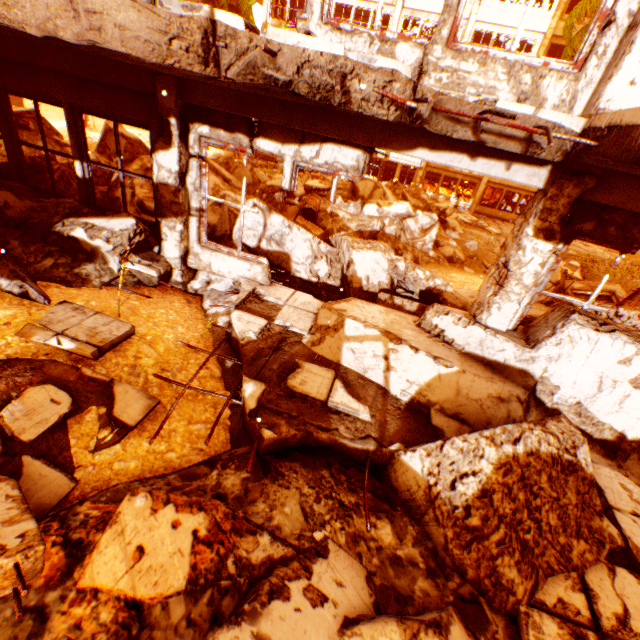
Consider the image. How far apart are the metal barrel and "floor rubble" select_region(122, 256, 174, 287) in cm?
662

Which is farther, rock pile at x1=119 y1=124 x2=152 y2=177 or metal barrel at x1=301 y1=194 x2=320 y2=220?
metal barrel at x1=301 y1=194 x2=320 y2=220

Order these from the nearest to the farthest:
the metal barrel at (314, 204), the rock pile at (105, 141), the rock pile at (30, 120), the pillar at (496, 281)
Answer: the pillar at (496, 281) → the rock pile at (105, 141) → the rock pile at (30, 120) → the metal barrel at (314, 204)

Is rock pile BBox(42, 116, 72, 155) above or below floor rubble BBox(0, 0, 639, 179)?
below

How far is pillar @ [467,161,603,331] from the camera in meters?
3.5 m

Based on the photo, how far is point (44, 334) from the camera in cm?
368

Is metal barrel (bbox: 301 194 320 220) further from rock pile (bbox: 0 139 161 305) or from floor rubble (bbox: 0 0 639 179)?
floor rubble (bbox: 0 0 639 179)

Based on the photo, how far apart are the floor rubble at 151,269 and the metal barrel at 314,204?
6.6m
